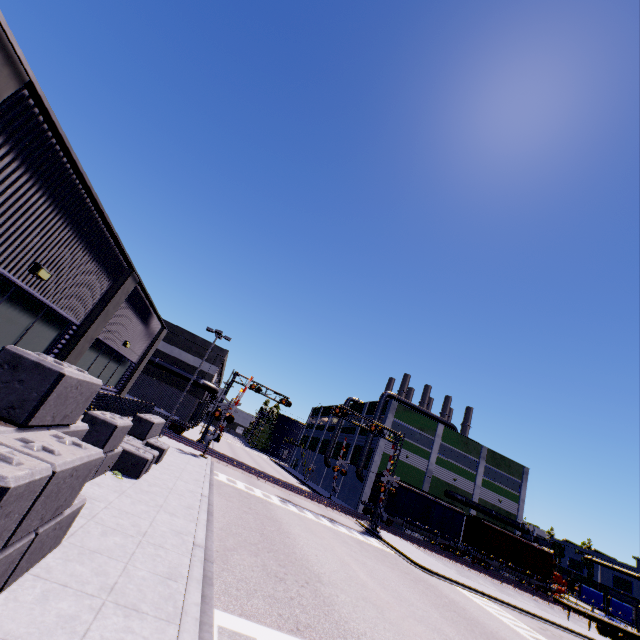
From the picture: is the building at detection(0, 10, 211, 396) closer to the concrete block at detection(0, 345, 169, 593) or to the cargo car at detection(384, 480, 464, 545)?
the concrete block at detection(0, 345, 169, 593)

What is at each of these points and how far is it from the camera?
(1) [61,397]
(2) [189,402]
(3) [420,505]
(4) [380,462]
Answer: (1) concrete block, 5.41m
(2) cargo container, 33.56m
(3) cargo car, 40.38m
(4) building, 42.62m

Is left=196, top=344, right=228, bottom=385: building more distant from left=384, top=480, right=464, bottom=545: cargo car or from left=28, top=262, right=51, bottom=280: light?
left=384, top=480, right=464, bottom=545: cargo car

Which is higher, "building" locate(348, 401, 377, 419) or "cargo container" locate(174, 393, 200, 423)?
"building" locate(348, 401, 377, 419)

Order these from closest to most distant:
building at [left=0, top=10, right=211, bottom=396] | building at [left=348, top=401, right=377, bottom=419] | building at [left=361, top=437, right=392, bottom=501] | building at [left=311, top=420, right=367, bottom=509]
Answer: building at [left=0, top=10, right=211, bottom=396] < building at [left=361, top=437, right=392, bottom=501] < building at [left=311, top=420, right=367, bottom=509] < building at [left=348, top=401, right=377, bottom=419]

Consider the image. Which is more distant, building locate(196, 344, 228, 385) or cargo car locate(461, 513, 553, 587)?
building locate(196, 344, 228, 385)

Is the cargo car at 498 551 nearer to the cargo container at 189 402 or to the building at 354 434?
the cargo container at 189 402

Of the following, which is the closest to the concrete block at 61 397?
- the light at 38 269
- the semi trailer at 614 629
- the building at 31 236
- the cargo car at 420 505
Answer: the building at 31 236
